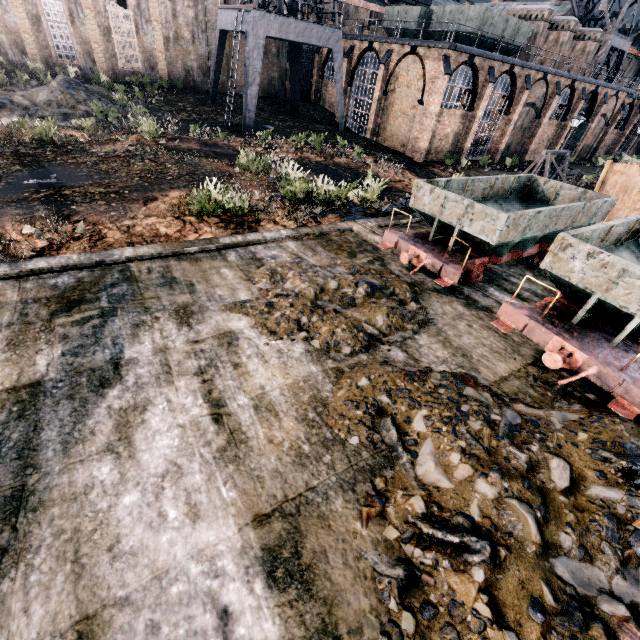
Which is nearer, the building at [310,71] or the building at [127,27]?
the building at [127,27]

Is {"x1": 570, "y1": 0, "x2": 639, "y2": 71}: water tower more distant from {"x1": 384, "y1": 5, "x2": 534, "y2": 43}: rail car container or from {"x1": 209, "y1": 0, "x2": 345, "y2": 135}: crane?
{"x1": 209, "y1": 0, "x2": 345, "y2": 135}: crane

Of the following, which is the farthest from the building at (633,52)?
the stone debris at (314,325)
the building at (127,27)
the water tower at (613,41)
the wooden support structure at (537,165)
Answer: the stone debris at (314,325)

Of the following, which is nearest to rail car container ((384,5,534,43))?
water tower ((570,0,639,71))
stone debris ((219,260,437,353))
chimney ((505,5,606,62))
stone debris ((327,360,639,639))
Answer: chimney ((505,5,606,62))

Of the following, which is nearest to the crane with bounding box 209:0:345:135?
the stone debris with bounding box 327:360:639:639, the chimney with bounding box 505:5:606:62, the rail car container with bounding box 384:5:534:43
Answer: the rail car container with bounding box 384:5:534:43

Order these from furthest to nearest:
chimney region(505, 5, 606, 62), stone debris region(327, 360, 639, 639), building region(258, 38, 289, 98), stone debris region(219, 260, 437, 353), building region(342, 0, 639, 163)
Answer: building region(258, 38, 289, 98), chimney region(505, 5, 606, 62), building region(342, 0, 639, 163), stone debris region(219, 260, 437, 353), stone debris region(327, 360, 639, 639)

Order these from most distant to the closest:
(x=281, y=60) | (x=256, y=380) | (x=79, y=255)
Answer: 1. (x=281, y=60)
2. (x=79, y=255)
3. (x=256, y=380)

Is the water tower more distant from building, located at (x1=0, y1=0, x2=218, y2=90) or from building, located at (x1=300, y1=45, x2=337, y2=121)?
building, located at (x1=0, y1=0, x2=218, y2=90)
